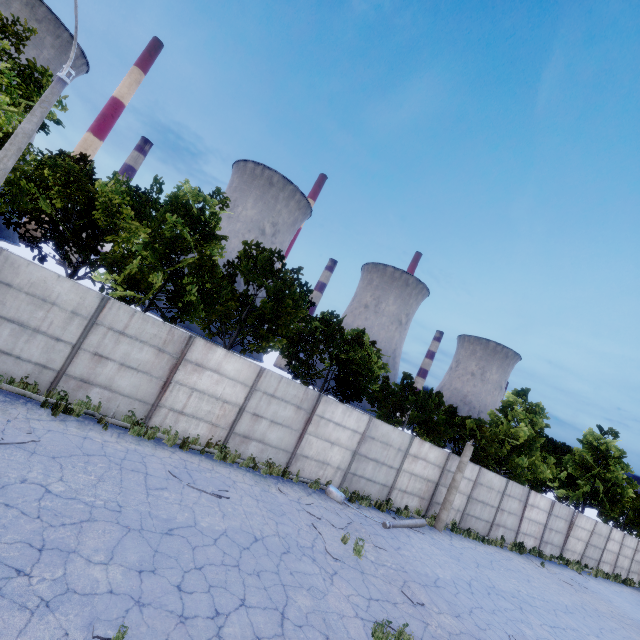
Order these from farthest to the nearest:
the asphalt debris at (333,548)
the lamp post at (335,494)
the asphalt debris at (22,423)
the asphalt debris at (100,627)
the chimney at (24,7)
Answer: the chimney at (24,7) < the lamp post at (335,494) < the asphalt debris at (333,548) < the asphalt debris at (22,423) < the asphalt debris at (100,627)

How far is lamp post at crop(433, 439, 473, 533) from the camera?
16.5 meters

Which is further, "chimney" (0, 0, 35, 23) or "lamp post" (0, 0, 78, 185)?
"chimney" (0, 0, 35, 23)

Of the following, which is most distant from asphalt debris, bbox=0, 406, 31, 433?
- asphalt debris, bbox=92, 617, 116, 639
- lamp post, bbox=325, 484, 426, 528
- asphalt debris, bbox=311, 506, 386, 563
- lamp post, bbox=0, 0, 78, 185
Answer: lamp post, bbox=325, 484, 426, 528

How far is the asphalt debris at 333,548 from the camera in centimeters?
959cm

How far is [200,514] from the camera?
8.2m

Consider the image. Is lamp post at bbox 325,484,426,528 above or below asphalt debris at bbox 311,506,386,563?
above

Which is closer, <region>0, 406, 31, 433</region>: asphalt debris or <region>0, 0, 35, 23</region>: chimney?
<region>0, 406, 31, 433</region>: asphalt debris
